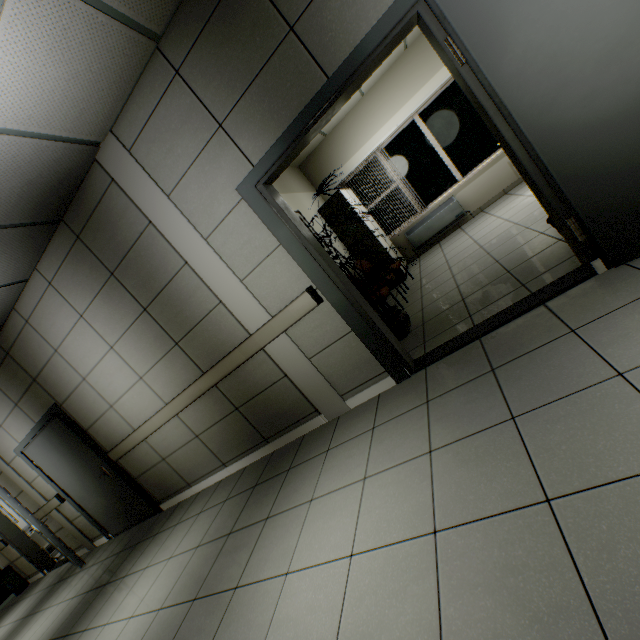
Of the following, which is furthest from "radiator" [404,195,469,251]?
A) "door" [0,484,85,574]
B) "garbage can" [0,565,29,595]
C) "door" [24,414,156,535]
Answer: "garbage can" [0,565,29,595]

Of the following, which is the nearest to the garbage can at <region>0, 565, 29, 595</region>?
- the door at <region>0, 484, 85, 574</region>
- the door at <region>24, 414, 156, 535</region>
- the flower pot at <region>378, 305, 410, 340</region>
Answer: the door at <region>0, 484, 85, 574</region>

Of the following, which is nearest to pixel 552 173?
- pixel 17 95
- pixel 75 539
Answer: pixel 17 95

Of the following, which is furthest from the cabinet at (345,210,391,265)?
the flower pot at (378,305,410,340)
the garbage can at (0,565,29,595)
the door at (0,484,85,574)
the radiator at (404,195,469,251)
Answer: the garbage can at (0,565,29,595)

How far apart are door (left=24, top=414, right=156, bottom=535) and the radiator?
6.8 meters

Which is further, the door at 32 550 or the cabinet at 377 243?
the cabinet at 377 243

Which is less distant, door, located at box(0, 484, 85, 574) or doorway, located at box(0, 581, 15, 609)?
door, located at box(0, 484, 85, 574)

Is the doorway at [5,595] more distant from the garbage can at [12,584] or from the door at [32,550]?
the door at [32,550]
